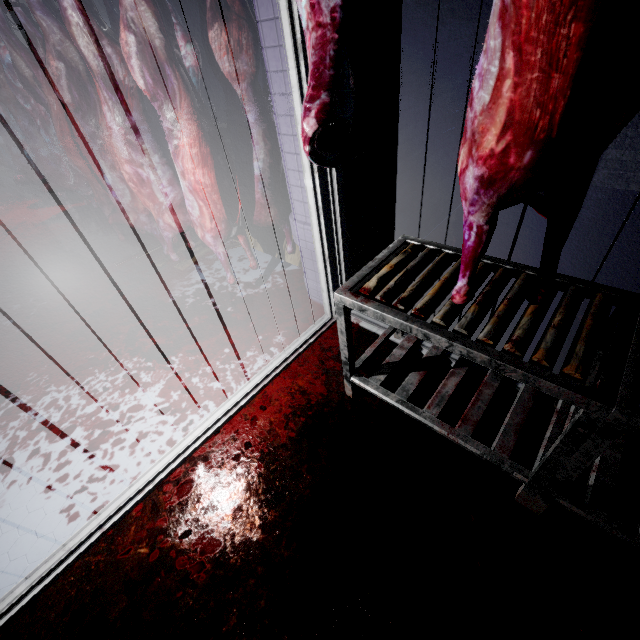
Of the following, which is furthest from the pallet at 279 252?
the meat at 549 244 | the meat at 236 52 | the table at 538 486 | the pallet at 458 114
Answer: the meat at 549 244

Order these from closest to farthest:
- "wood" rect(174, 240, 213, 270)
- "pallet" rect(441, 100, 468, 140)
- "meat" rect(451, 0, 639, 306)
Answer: "meat" rect(451, 0, 639, 306) < "pallet" rect(441, 100, 468, 140) < "wood" rect(174, 240, 213, 270)

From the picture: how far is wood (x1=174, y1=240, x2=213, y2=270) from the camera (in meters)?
3.30

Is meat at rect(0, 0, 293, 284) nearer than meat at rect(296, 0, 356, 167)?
No

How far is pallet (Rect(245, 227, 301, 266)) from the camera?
2.87m

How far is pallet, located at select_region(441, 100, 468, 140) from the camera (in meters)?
2.61

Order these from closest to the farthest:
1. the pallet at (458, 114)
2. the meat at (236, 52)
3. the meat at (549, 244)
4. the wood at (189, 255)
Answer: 1. the meat at (549, 244)
2. the meat at (236, 52)
3. the pallet at (458, 114)
4. the wood at (189, 255)

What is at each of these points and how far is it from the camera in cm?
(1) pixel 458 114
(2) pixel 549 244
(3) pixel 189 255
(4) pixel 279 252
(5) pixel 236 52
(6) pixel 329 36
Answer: (1) pallet, 269
(2) meat, 91
(3) wood, 342
(4) pallet, 299
(5) meat, 187
(6) meat, 94
